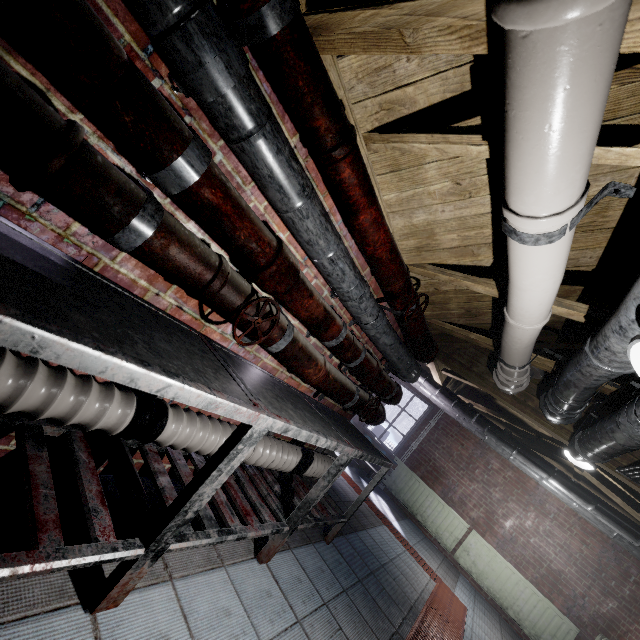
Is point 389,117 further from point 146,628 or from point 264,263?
point 146,628

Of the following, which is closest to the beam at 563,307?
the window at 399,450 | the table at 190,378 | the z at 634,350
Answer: the z at 634,350

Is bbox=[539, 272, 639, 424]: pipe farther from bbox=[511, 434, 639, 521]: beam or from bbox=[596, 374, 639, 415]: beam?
bbox=[511, 434, 639, 521]: beam

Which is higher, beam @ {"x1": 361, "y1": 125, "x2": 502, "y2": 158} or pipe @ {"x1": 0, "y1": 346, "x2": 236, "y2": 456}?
beam @ {"x1": 361, "y1": 125, "x2": 502, "y2": 158}

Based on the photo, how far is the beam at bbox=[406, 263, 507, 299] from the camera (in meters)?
2.00

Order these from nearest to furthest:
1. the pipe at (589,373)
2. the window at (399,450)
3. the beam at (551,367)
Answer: the pipe at (589,373), the beam at (551,367), the window at (399,450)

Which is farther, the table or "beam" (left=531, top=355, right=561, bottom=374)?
"beam" (left=531, top=355, right=561, bottom=374)

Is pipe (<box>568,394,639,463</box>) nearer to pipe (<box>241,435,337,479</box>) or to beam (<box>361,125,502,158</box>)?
beam (<box>361,125,502,158</box>)
